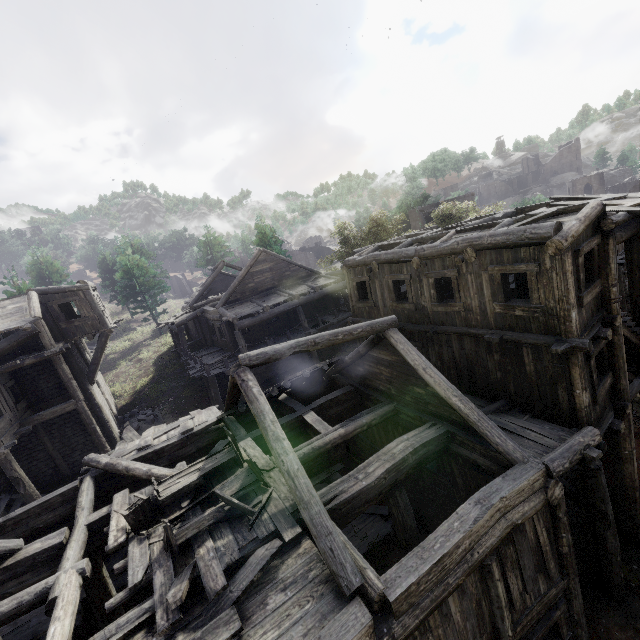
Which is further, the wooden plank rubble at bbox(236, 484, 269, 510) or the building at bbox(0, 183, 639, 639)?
the wooden plank rubble at bbox(236, 484, 269, 510)

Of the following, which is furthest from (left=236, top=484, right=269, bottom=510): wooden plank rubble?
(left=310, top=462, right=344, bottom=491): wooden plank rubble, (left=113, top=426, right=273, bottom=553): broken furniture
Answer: (left=310, top=462, right=344, bottom=491): wooden plank rubble

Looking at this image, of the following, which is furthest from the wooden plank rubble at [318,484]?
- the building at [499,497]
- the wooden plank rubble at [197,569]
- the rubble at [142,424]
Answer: the rubble at [142,424]

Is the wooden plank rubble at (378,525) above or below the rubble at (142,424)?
below

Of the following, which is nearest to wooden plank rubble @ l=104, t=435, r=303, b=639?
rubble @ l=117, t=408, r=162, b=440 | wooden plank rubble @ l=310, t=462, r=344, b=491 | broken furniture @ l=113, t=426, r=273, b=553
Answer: broken furniture @ l=113, t=426, r=273, b=553

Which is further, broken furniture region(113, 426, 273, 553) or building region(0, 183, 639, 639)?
broken furniture region(113, 426, 273, 553)

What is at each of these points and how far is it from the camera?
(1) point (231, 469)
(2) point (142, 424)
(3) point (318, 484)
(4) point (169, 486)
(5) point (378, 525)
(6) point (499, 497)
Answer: (1) wooden plank rubble, 9.0 meters
(2) rubble, 20.3 meters
(3) wooden plank rubble, 14.4 meters
(4) broken furniture, 8.4 meters
(5) wooden plank rubble, 12.3 meters
(6) building, 6.2 meters

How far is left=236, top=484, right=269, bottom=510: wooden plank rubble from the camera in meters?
7.4
